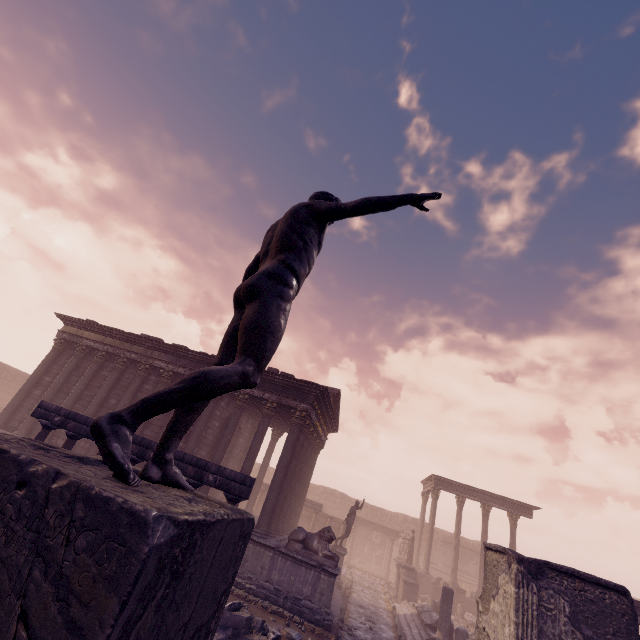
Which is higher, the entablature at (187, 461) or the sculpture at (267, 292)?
the sculpture at (267, 292)

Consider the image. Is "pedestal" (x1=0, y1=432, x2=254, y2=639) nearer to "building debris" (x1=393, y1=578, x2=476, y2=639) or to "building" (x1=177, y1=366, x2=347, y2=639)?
"building" (x1=177, y1=366, x2=347, y2=639)

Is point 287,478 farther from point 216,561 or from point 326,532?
point 216,561

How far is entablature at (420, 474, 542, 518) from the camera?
23.5m

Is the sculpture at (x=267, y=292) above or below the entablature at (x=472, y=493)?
below

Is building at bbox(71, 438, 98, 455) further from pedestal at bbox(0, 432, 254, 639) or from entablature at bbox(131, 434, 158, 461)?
pedestal at bbox(0, 432, 254, 639)

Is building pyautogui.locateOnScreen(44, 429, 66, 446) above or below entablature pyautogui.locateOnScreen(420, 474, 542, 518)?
below

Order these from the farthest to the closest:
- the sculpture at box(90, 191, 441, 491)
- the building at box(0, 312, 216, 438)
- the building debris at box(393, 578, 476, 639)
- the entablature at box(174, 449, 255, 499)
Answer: the building at box(0, 312, 216, 438) < the building debris at box(393, 578, 476, 639) < the entablature at box(174, 449, 255, 499) < the sculpture at box(90, 191, 441, 491)
